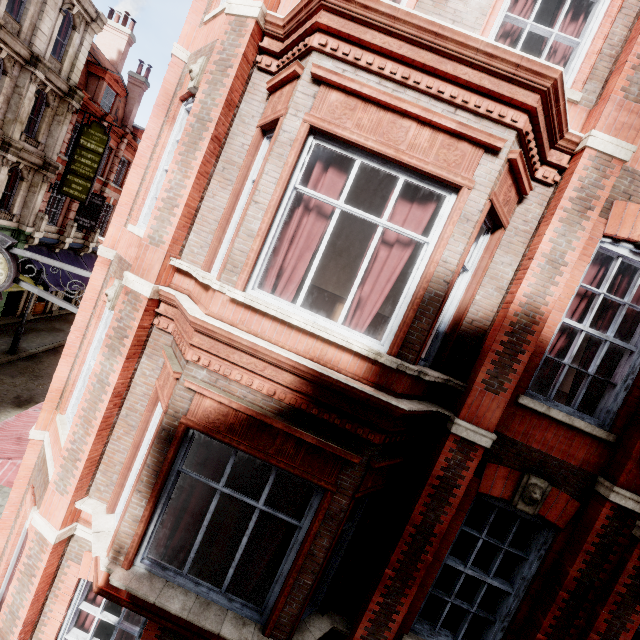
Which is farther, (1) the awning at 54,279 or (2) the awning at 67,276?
(2) the awning at 67,276

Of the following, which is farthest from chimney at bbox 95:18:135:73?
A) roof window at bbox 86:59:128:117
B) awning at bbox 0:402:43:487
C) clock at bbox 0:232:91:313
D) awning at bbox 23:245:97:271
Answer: clock at bbox 0:232:91:313

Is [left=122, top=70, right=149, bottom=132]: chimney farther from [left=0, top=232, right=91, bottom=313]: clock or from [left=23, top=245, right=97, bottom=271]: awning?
[left=0, top=232, right=91, bottom=313]: clock

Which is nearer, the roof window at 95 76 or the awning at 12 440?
the awning at 12 440

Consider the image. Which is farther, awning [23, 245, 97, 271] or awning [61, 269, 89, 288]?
awning [61, 269, 89, 288]

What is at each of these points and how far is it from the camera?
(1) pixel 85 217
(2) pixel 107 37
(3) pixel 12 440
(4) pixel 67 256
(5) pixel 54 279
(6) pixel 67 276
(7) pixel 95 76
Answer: (1) sign, 21.2 meters
(2) chimney, 23.6 meters
(3) awning, 7.6 meters
(4) awning, 21.8 meters
(5) awning, 19.5 meters
(6) awning, 20.7 meters
(7) roof window, 20.0 meters

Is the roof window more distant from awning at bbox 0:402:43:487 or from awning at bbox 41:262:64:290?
awning at bbox 0:402:43:487

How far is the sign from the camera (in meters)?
17.78
